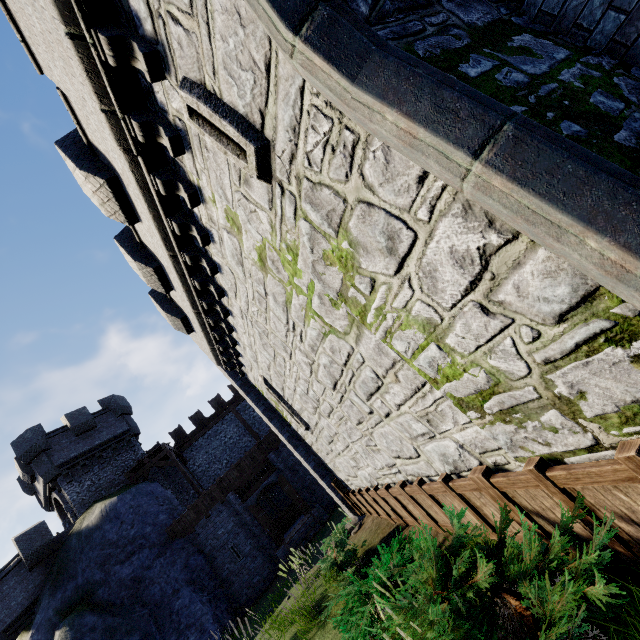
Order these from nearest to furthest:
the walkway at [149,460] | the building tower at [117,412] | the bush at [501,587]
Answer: the bush at [501,587] < the building tower at [117,412] < the walkway at [149,460]

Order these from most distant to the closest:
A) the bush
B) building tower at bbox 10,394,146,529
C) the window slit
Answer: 1. building tower at bbox 10,394,146,529
2. the window slit
3. the bush

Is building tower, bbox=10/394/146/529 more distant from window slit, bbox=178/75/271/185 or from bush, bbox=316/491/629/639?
window slit, bbox=178/75/271/185

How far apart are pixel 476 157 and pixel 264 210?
3.0m

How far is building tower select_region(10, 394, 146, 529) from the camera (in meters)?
20.59

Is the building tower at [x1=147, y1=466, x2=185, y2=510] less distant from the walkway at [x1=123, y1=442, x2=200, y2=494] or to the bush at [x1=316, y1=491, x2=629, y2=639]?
the walkway at [x1=123, y1=442, x2=200, y2=494]

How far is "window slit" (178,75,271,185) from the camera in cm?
338

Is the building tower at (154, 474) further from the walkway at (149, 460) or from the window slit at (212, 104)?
the window slit at (212, 104)
